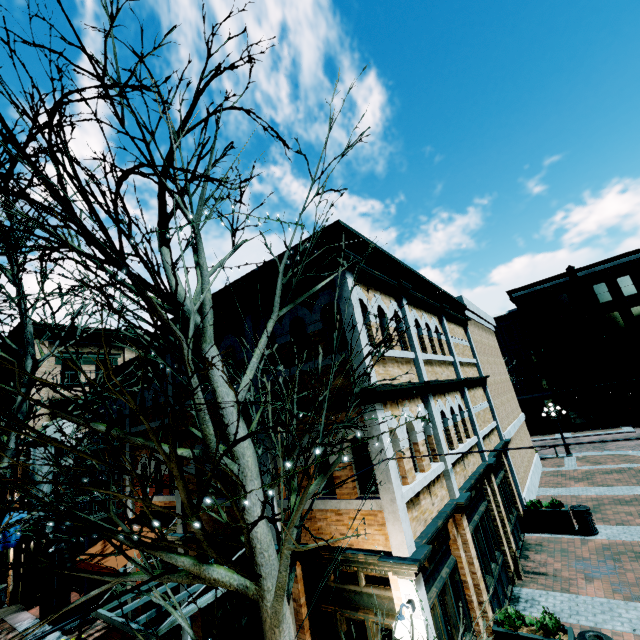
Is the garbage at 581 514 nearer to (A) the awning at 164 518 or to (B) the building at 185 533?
(B) the building at 185 533

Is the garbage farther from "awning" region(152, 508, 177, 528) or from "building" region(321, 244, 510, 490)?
"awning" region(152, 508, 177, 528)

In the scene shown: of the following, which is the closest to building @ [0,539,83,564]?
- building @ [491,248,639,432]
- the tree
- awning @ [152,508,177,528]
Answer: awning @ [152,508,177,528]

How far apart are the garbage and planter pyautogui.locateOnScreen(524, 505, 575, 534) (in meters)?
0.05

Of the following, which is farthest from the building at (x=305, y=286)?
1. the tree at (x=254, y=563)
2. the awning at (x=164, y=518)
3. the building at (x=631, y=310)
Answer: the tree at (x=254, y=563)

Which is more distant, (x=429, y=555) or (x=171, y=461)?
(x=429, y=555)

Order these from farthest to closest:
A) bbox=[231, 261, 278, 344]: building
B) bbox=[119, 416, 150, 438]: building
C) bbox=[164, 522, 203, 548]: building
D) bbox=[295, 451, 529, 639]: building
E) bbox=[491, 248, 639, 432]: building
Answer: bbox=[491, 248, 639, 432]: building → bbox=[119, 416, 150, 438]: building → bbox=[164, 522, 203, 548]: building → bbox=[231, 261, 278, 344]: building → bbox=[295, 451, 529, 639]: building

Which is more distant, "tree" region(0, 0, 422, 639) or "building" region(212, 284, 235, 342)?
"building" region(212, 284, 235, 342)
